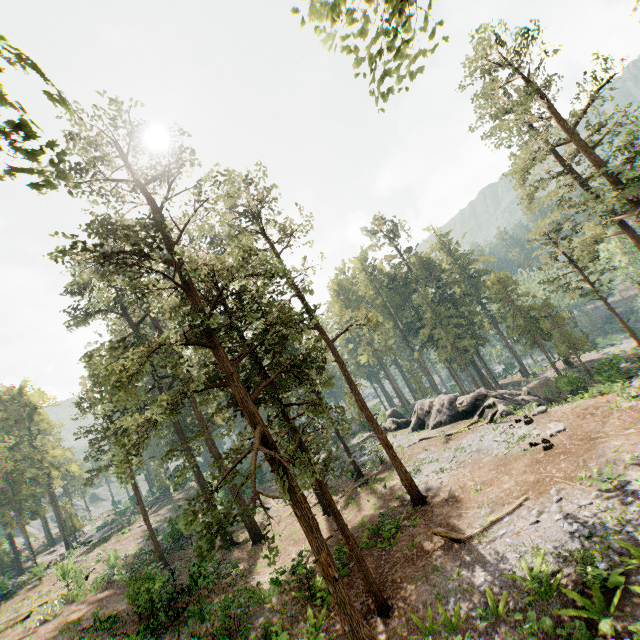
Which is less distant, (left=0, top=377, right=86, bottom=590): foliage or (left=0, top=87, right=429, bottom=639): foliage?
(left=0, top=87, right=429, bottom=639): foliage

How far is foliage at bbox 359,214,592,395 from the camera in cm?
4041

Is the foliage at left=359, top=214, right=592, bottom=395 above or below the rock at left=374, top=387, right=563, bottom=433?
above

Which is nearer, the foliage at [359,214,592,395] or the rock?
the rock

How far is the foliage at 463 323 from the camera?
40.41m

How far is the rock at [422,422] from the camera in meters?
28.5

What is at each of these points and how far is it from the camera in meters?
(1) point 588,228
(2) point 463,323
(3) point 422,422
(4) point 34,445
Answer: (1) foliage, 25.1 m
(2) foliage, 47.8 m
(3) rock, 35.5 m
(4) foliage, 49.3 m

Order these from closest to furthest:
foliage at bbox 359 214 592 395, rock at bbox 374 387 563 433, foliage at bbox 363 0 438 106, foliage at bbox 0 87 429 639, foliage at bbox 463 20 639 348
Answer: foliage at bbox 363 0 438 106 → foliage at bbox 0 87 429 639 → foliage at bbox 463 20 639 348 → rock at bbox 374 387 563 433 → foliage at bbox 359 214 592 395
